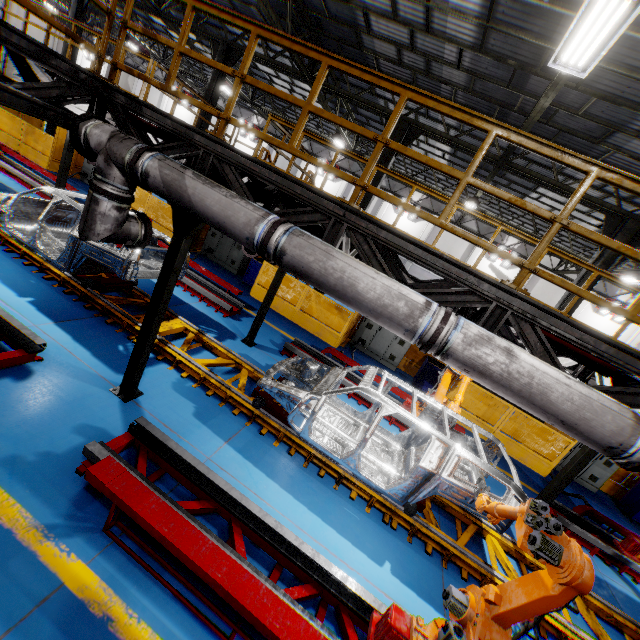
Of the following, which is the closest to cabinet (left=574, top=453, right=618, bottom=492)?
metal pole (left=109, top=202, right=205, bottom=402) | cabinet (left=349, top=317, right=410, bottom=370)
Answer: cabinet (left=349, top=317, right=410, bottom=370)

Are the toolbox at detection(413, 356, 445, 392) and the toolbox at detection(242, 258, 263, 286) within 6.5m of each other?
no

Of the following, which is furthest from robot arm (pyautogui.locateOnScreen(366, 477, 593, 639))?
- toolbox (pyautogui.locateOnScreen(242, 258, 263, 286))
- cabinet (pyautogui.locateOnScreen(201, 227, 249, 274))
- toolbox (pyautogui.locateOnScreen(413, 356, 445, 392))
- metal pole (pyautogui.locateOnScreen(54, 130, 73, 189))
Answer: metal pole (pyautogui.locateOnScreen(54, 130, 73, 189))

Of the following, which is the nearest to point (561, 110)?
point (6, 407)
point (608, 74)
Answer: point (608, 74)

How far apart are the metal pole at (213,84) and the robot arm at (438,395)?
12.43m

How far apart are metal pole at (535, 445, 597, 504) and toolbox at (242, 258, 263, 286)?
10.9 meters

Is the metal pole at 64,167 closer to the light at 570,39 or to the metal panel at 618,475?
the metal panel at 618,475

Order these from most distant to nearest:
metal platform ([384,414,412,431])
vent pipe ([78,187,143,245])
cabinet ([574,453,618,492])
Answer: cabinet ([574,453,618,492]), metal platform ([384,414,412,431]), vent pipe ([78,187,143,245])
